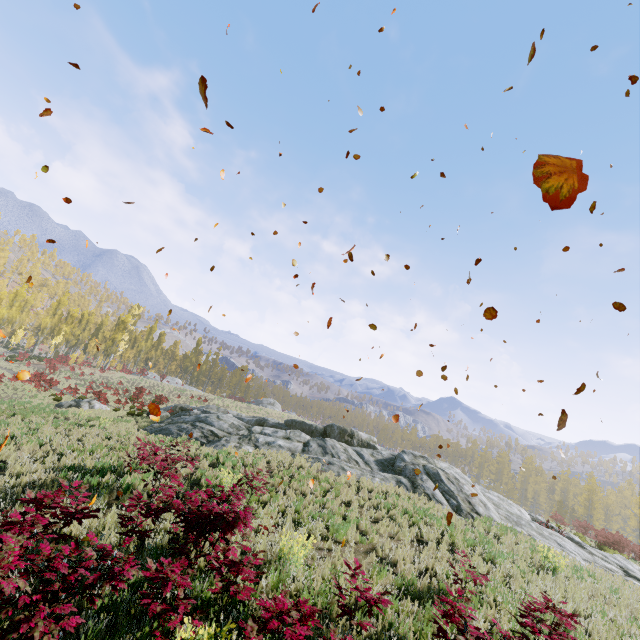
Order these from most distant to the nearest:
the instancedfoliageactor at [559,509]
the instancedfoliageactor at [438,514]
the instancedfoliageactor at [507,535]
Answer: the instancedfoliageactor at [559,509], the instancedfoliageactor at [438,514], the instancedfoliageactor at [507,535]

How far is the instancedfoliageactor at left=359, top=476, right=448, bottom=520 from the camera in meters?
12.5 m

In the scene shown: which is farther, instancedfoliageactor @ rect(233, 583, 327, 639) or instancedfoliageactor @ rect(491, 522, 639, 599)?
instancedfoliageactor @ rect(491, 522, 639, 599)

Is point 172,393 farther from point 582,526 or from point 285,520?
point 582,526

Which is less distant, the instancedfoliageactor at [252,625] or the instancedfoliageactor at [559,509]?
the instancedfoliageactor at [252,625]

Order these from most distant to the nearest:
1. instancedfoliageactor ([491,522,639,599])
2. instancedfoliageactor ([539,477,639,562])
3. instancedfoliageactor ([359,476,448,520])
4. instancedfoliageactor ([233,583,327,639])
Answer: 1. instancedfoliageactor ([539,477,639,562])
2. instancedfoliageactor ([359,476,448,520])
3. instancedfoliageactor ([491,522,639,599])
4. instancedfoliageactor ([233,583,327,639])
